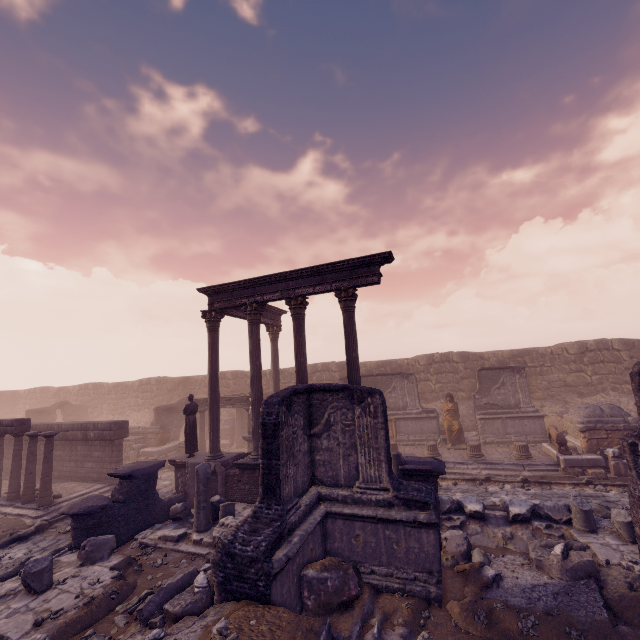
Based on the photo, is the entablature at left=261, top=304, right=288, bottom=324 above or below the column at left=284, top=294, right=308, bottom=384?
above

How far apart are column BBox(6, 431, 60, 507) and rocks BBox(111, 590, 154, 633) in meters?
9.3 m

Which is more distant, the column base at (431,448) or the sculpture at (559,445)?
the column base at (431,448)

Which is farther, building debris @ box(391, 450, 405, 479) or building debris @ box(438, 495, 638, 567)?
building debris @ box(391, 450, 405, 479)

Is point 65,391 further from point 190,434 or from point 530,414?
point 530,414

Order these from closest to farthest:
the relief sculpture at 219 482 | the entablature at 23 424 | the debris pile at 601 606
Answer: the debris pile at 601 606 < the relief sculpture at 219 482 < the entablature at 23 424

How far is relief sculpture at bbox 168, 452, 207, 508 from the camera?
11.34m

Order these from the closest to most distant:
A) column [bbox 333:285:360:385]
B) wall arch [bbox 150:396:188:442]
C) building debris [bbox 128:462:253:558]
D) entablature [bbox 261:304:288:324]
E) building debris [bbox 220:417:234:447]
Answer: building debris [bbox 128:462:253:558] → column [bbox 333:285:360:385] → entablature [bbox 261:304:288:324] → wall arch [bbox 150:396:188:442] → building debris [bbox 220:417:234:447]
